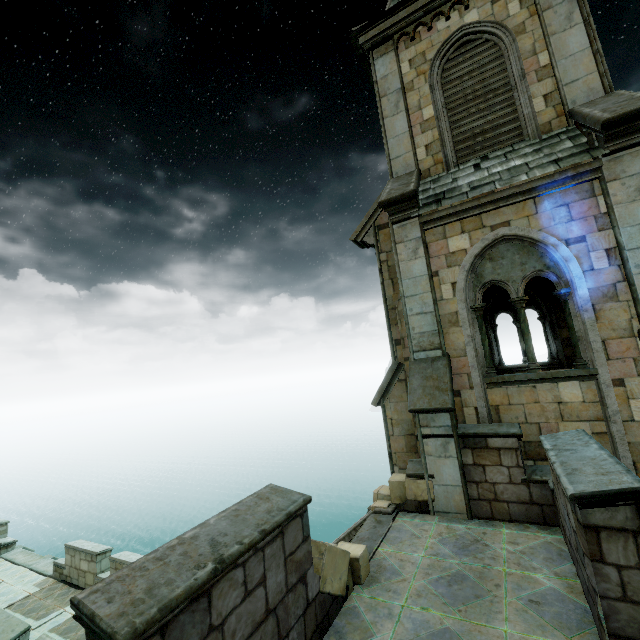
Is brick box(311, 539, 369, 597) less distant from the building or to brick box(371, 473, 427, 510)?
the building

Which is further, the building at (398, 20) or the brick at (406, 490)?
the brick at (406, 490)

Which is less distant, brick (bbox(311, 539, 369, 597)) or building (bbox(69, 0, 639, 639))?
building (bbox(69, 0, 639, 639))

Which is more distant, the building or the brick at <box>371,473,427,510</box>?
the brick at <box>371,473,427,510</box>

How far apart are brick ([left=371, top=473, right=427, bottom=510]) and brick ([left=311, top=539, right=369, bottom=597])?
2.1m

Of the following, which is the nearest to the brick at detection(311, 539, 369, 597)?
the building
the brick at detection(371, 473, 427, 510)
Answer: the building

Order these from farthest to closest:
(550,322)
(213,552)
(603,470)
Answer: (550,322) → (603,470) → (213,552)

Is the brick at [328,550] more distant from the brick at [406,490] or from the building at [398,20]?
the brick at [406,490]
